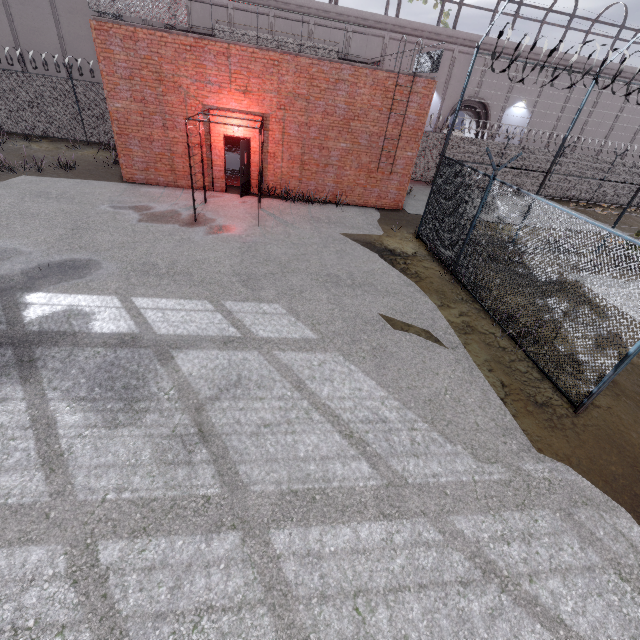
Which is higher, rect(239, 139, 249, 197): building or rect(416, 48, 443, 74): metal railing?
rect(416, 48, 443, 74): metal railing

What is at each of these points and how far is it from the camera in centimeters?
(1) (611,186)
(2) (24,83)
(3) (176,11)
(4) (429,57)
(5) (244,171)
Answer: (1) fence, 2214cm
(2) fence, 1556cm
(3) metal railing, 1043cm
(4) metal railing, 1295cm
(5) building, 1307cm

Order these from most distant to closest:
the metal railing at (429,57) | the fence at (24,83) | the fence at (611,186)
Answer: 1. the fence at (24,83)
2. the metal railing at (429,57)
3. the fence at (611,186)

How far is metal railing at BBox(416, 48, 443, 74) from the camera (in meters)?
12.17

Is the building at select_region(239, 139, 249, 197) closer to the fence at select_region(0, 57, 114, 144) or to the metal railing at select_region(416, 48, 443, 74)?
the metal railing at select_region(416, 48, 443, 74)

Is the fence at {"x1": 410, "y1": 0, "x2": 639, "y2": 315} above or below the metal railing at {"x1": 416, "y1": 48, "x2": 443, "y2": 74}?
below

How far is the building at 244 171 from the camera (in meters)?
12.49
